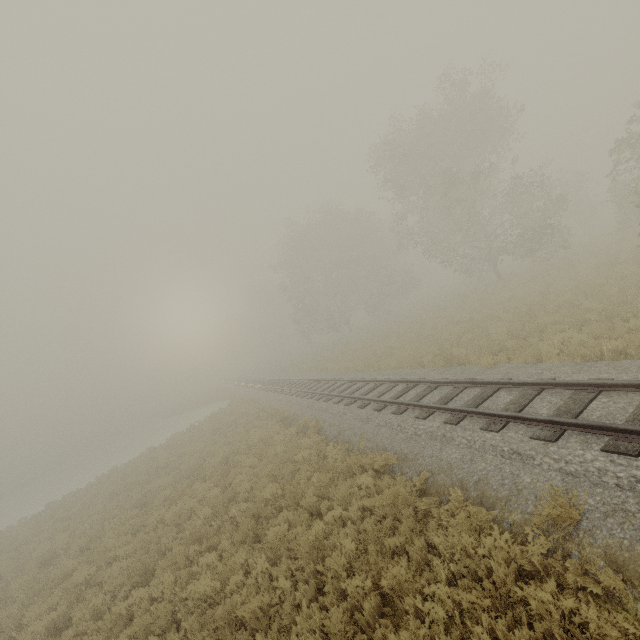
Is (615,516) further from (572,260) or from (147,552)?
(572,260)
